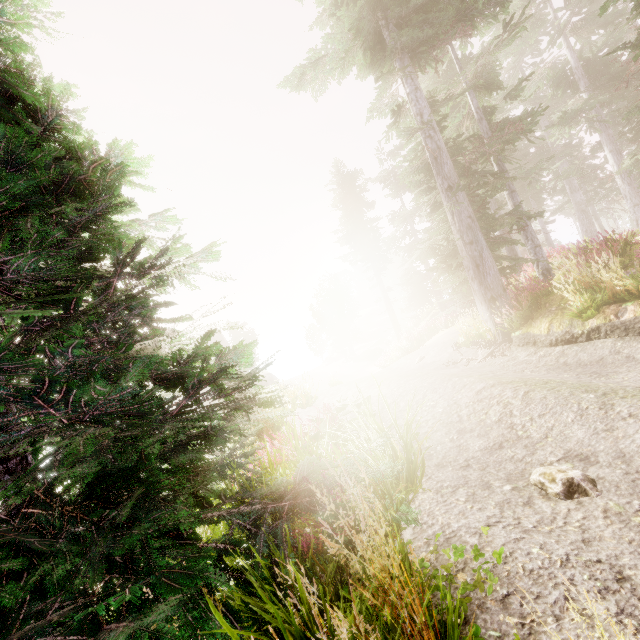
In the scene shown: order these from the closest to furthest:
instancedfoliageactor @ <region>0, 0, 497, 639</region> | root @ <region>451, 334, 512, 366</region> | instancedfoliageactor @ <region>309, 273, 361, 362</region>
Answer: instancedfoliageactor @ <region>0, 0, 497, 639</region> < root @ <region>451, 334, 512, 366</region> < instancedfoliageactor @ <region>309, 273, 361, 362</region>

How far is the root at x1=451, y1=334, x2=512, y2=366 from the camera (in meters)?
8.86

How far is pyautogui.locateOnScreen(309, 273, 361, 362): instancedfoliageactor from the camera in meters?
49.2 m

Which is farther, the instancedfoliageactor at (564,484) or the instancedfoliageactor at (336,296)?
the instancedfoliageactor at (336,296)

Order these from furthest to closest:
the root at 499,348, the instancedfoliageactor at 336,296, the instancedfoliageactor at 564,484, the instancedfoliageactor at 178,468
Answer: the instancedfoliageactor at 336,296 < the root at 499,348 < the instancedfoliageactor at 564,484 < the instancedfoliageactor at 178,468

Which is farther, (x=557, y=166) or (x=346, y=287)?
(x=346, y=287)

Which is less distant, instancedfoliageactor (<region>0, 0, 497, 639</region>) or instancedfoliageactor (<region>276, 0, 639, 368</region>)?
instancedfoliageactor (<region>0, 0, 497, 639</region>)
